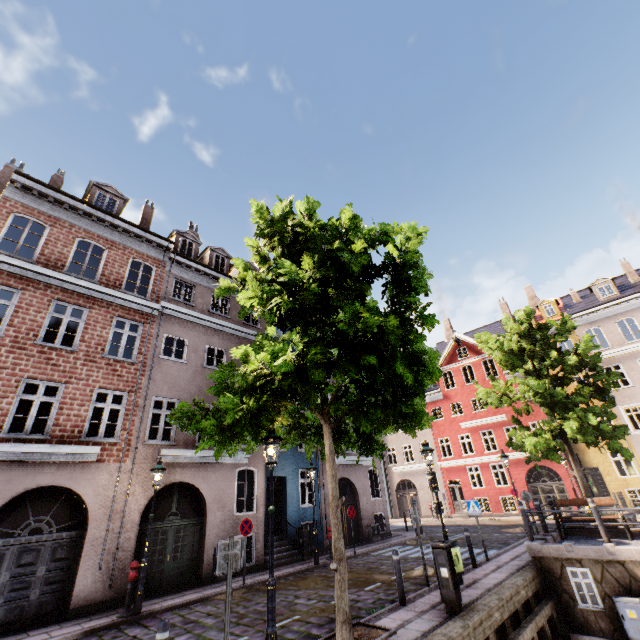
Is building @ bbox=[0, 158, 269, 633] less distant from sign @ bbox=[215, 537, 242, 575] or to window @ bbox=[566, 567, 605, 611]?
sign @ bbox=[215, 537, 242, 575]

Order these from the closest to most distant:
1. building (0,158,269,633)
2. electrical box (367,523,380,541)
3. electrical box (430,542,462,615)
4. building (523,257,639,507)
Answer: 1. electrical box (430,542,462,615)
2. building (0,158,269,633)
3. electrical box (367,523,380,541)
4. building (523,257,639,507)

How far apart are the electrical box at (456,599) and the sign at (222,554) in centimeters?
470cm

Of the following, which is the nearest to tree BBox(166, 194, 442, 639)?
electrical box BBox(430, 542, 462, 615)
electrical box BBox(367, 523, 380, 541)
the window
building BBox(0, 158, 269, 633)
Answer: electrical box BBox(430, 542, 462, 615)

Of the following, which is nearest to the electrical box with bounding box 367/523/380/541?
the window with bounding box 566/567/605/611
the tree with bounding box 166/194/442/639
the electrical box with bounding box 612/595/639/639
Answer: the tree with bounding box 166/194/442/639

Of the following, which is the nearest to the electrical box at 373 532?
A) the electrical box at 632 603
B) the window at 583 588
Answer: the window at 583 588

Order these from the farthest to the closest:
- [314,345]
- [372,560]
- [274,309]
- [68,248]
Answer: [372,560], [68,248], [274,309], [314,345]

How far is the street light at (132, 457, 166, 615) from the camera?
8.9m
